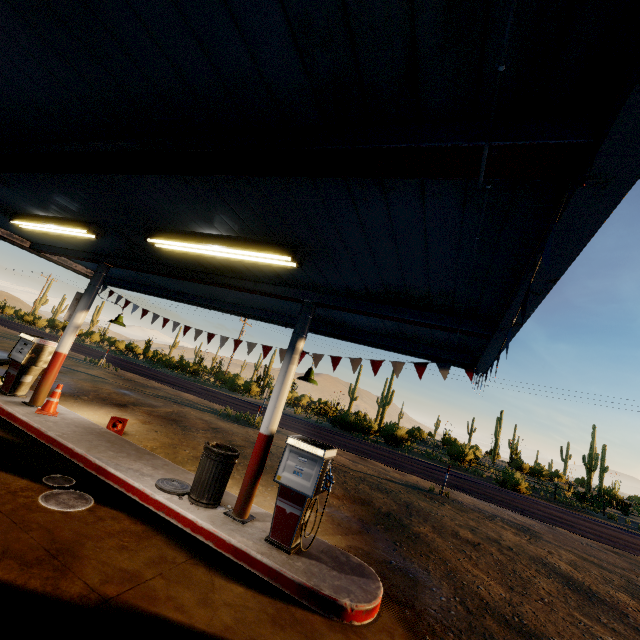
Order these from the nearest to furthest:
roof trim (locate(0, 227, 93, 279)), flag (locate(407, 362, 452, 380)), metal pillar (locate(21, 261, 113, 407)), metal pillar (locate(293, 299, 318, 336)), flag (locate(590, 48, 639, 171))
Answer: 1. flag (locate(590, 48, 639, 171))
2. metal pillar (locate(293, 299, 318, 336))
3. flag (locate(407, 362, 452, 380))
4. metal pillar (locate(21, 261, 113, 407))
5. roof trim (locate(0, 227, 93, 279))

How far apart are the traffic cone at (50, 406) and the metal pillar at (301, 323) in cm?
518

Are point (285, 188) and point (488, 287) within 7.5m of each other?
yes

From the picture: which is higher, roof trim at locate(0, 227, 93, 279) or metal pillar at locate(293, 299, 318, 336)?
roof trim at locate(0, 227, 93, 279)

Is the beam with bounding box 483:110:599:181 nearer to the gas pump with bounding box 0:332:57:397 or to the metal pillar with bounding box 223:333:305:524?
the metal pillar with bounding box 223:333:305:524

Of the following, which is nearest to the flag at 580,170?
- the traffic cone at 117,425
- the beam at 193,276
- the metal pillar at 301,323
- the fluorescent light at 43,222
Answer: the beam at 193,276

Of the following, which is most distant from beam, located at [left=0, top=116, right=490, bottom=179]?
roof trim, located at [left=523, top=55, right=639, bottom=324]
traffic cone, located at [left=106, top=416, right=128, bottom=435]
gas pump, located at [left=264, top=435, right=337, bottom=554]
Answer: traffic cone, located at [left=106, top=416, right=128, bottom=435]

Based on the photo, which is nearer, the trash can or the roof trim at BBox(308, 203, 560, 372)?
the roof trim at BBox(308, 203, 560, 372)
